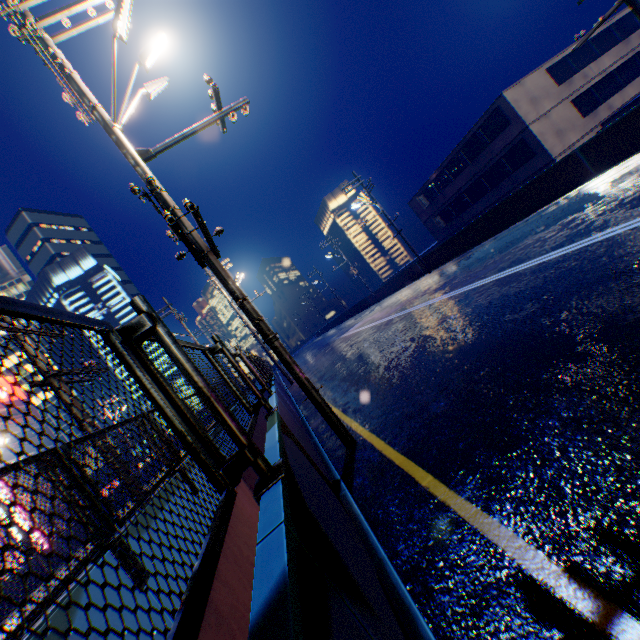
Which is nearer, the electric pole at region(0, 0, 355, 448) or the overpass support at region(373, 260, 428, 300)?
the electric pole at region(0, 0, 355, 448)

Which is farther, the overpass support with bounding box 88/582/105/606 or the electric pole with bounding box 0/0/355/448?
the electric pole with bounding box 0/0/355/448

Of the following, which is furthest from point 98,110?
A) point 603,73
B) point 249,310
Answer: point 603,73

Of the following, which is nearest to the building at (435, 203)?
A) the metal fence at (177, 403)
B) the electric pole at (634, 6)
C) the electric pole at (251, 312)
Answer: the metal fence at (177, 403)

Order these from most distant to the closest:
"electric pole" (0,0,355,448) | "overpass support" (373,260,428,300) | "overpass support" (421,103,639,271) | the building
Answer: "overpass support" (373,260,428,300), the building, "overpass support" (421,103,639,271), "electric pole" (0,0,355,448)

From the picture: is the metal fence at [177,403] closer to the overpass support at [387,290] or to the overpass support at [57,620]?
the overpass support at [57,620]

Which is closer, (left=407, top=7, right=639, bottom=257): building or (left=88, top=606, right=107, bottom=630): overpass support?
(left=88, top=606, right=107, bottom=630): overpass support

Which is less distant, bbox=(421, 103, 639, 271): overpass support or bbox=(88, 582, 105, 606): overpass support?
bbox=(88, 582, 105, 606): overpass support
